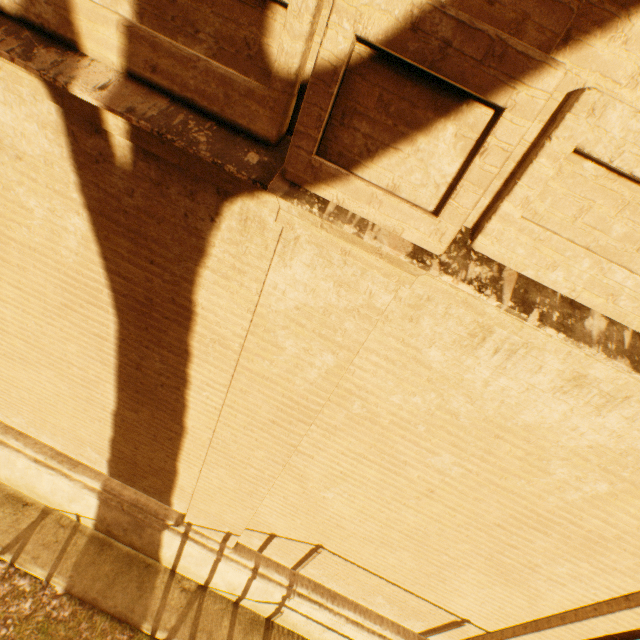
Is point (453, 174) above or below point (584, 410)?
above
